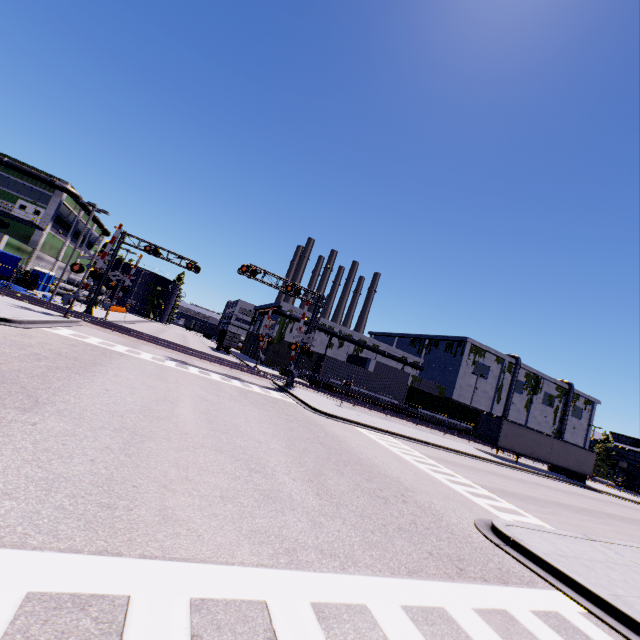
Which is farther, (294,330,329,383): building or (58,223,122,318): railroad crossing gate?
(294,330,329,383): building

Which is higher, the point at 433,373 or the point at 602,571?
the point at 433,373

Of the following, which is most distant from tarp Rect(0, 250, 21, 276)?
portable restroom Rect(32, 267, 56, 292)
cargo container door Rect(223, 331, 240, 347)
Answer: cargo container door Rect(223, 331, 240, 347)

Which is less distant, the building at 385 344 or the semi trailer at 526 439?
the semi trailer at 526 439

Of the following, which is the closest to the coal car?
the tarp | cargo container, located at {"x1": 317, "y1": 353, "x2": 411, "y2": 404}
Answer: cargo container, located at {"x1": 317, "y1": 353, "x2": 411, "y2": 404}

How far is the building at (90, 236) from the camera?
55.62m

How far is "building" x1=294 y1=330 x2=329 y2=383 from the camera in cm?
4787
